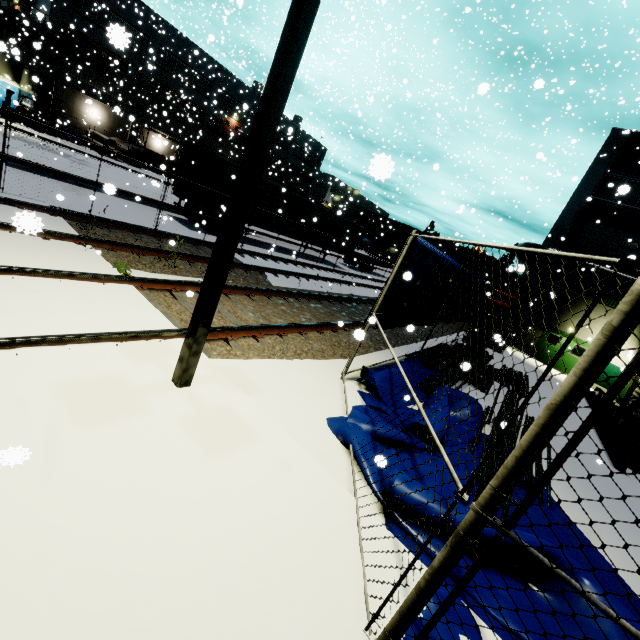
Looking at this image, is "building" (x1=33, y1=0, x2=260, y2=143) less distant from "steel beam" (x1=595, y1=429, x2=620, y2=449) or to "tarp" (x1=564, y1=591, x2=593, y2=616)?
"tarp" (x1=564, y1=591, x2=593, y2=616)

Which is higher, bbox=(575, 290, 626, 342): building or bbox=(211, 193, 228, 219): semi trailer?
bbox=(575, 290, 626, 342): building

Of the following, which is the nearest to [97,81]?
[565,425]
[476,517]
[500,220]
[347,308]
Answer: [347,308]

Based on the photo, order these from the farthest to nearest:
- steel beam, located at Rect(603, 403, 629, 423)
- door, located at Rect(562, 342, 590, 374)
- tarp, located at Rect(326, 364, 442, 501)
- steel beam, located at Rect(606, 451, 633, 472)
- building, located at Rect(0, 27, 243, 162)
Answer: building, located at Rect(0, 27, 243, 162)
door, located at Rect(562, 342, 590, 374)
steel beam, located at Rect(603, 403, 629, 423)
steel beam, located at Rect(606, 451, 633, 472)
tarp, located at Rect(326, 364, 442, 501)

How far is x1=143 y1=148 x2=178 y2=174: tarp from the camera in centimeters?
3150cm

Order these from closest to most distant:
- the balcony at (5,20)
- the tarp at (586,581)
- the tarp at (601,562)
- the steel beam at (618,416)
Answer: the tarp at (586,581) → the tarp at (601,562) → the steel beam at (618,416) → the balcony at (5,20)

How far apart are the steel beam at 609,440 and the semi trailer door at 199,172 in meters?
18.7 m

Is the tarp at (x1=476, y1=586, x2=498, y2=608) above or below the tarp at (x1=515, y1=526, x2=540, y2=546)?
below
